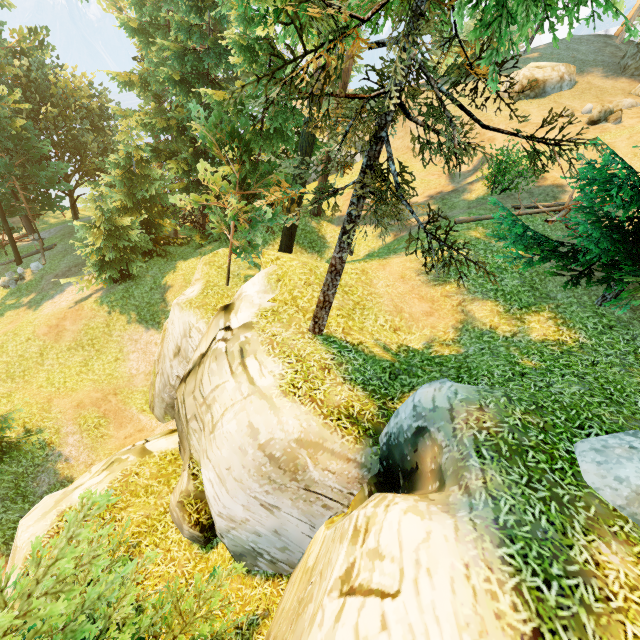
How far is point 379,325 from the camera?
10.1m

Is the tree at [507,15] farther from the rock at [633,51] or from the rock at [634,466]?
the rock at [633,51]

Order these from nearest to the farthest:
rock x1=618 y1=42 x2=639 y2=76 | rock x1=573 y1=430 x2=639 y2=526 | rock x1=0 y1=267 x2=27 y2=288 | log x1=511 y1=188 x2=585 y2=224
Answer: rock x1=573 y1=430 x2=639 y2=526, log x1=511 y1=188 x2=585 y2=224, rock x1=618 y1=42 x2=639 y2=76, rock x1=0 y1=267 x2=27 y2=288

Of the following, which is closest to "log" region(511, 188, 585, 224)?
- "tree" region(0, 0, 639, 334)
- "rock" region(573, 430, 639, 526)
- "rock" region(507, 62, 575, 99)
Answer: "tree" region(0, 0, 639, 334)

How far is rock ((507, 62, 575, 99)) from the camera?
23.5 meters

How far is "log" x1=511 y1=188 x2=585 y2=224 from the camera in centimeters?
1370cm

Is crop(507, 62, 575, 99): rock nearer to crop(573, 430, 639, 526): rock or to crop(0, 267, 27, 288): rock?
crop(573, 430, 639, 526): rock

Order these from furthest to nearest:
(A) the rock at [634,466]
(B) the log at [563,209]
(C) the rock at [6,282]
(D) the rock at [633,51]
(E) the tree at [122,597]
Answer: (C) the rock at [6,282], (D) the rock at [633,51], (B) the log at [563,209], (A) the rock at [634,466], (E) the tree at [122,597]
